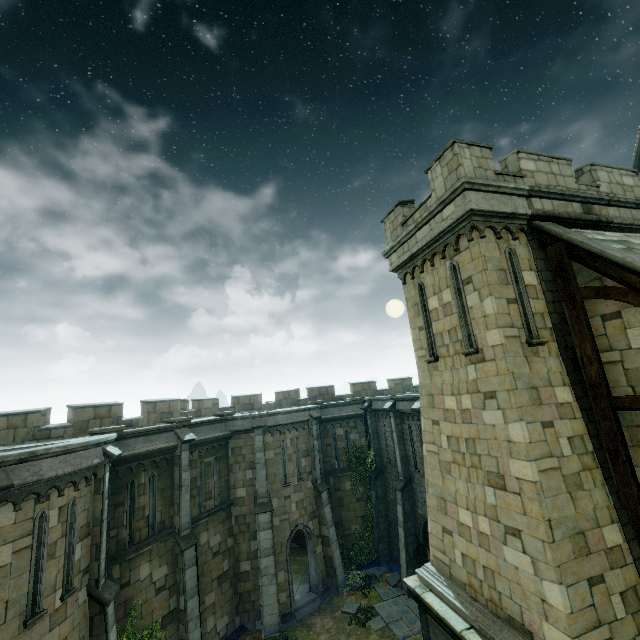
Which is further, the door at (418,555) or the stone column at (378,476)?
the stone column at (378,476)

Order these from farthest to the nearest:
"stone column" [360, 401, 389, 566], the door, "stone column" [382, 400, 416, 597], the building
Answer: "stone column" [360, 401, 389, 566], "stone column" [382, 400, 416, 597], the door, the building

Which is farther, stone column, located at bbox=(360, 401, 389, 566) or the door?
stone column, located at bbox=(360, 401, 389, 566)

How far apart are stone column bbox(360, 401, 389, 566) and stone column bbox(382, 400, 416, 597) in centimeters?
250cm

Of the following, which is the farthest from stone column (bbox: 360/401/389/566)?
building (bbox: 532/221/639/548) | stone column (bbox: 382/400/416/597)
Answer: building (bbox: 532/221/639/548)

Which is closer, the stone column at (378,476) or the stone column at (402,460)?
the stone column at (402,460)

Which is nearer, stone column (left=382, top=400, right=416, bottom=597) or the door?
the door

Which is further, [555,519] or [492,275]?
[492,275]
